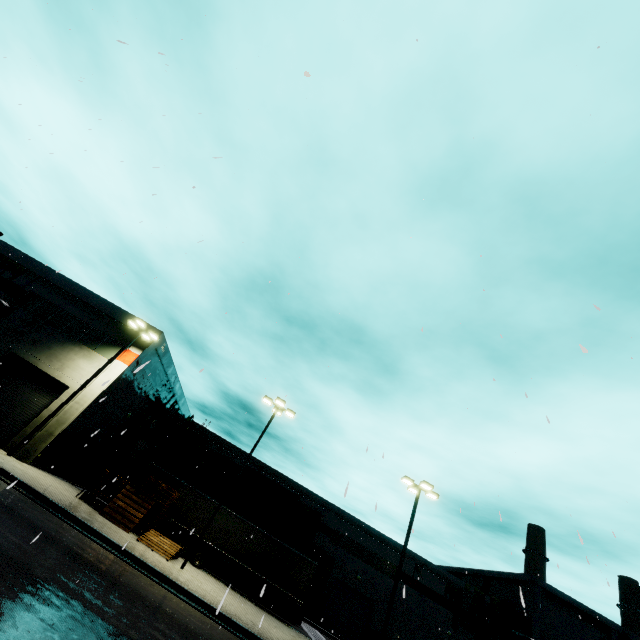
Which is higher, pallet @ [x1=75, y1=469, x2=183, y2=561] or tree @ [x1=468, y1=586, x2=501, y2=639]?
tree @ [x1=468, y1=586, x2=501, y2=639]

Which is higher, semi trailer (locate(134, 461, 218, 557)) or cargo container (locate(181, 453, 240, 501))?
cargo container (locate(181, 453, 240, 501))

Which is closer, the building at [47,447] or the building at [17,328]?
the building at [47,447]

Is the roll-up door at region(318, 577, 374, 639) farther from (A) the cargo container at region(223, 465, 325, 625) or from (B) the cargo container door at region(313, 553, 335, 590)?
(B) the cargo container door at region(313, 553, 335, 590)

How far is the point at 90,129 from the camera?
8.6 meters

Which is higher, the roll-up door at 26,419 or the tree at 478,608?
the tree at 478,608

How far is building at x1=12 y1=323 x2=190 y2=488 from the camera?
20.2 meters

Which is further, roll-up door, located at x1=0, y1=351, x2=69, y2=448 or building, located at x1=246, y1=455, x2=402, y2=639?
building, located at x1=246, y1=455, x2=402, y2=639
